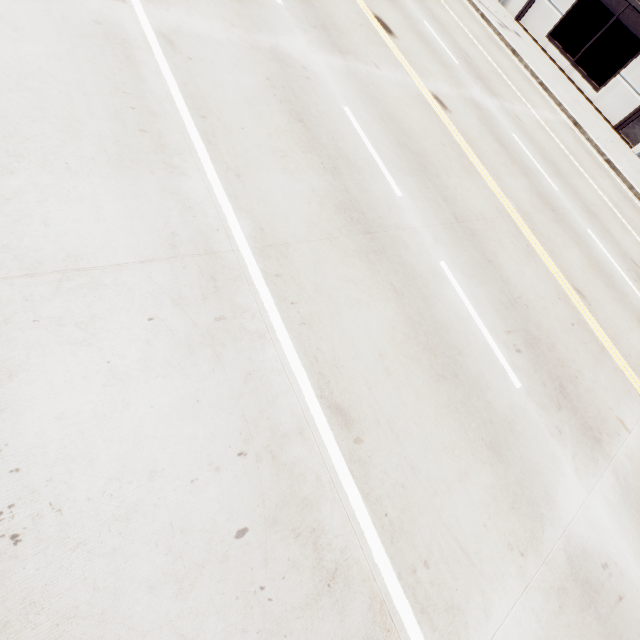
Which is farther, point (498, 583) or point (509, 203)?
point (509, 203)
